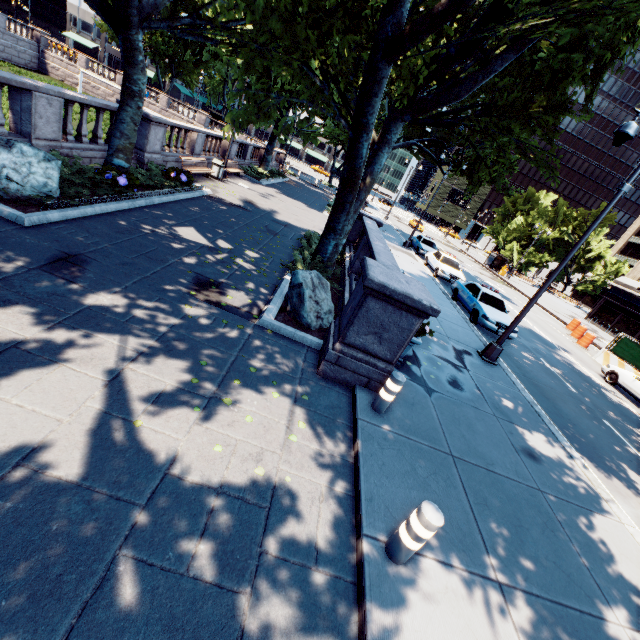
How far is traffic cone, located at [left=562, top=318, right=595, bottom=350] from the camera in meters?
22.1 m

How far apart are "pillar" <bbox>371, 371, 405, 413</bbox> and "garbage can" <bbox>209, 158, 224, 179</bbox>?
17.42m

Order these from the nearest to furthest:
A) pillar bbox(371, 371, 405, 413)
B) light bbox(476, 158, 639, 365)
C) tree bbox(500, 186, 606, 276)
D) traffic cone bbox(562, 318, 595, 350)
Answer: pillar bbox(371, 371, 405, 413)
light bbox(476, 158, 639, 365)
traffic cone bbox(562, 318, 595, 350)
tree bbox(500, 186, 606, 276)

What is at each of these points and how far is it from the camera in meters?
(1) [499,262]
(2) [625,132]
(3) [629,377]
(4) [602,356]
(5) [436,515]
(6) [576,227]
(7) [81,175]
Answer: (1) bus stop, 44.2
(2) light, 7.9
(3) vehicle, 15.4
(4) concrete barrier, 20.2
(5) pillar, 3.3
(6) tree, 51.0
(7) bush, 9.2

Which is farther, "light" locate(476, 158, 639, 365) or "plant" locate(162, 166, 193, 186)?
"plant" locate(162, 166, 193, 186)

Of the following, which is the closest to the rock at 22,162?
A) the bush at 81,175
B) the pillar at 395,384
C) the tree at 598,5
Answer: the bush at 81,175

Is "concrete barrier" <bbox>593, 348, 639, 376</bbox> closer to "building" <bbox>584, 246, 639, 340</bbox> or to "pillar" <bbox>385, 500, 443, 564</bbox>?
"building" <bbox>584, 246, 639, 340</bbox>

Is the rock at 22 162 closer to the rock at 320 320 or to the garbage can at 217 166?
the rock at 320 320
